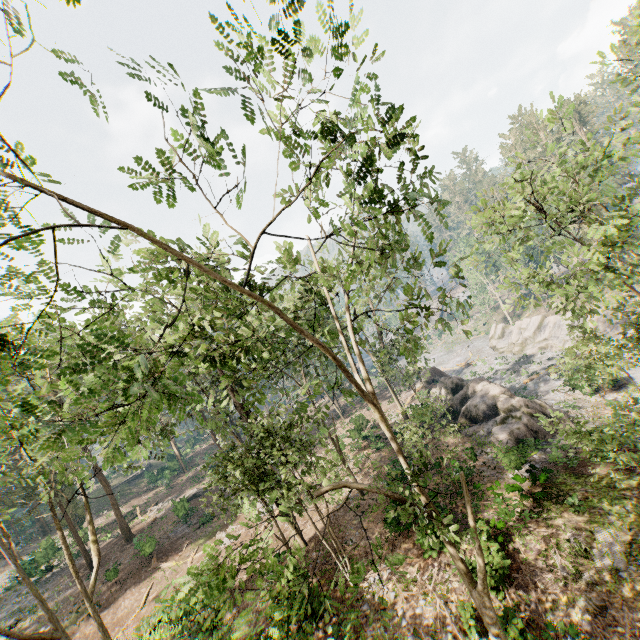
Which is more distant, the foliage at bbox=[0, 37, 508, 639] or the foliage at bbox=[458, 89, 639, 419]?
the foliage at bbox=[458, 89, 639, 419]

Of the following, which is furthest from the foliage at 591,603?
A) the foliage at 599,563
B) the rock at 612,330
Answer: the foliage at 599,563

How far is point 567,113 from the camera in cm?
1364

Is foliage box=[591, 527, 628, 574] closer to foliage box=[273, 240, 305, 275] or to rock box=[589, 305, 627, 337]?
foliage box=[273, 240, 305, 275]

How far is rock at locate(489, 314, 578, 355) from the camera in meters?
40.7 m

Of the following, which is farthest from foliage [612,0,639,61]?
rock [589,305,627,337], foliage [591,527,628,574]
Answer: foliage [591,527,628,574]

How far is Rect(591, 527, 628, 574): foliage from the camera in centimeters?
1184cm

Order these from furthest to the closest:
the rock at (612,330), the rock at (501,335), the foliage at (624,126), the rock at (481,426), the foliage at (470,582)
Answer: the rock at (501,335) < the rock at (612,330) < the rock at (481,426) < the foliage at (624,126) < the foliage at (470,582)
